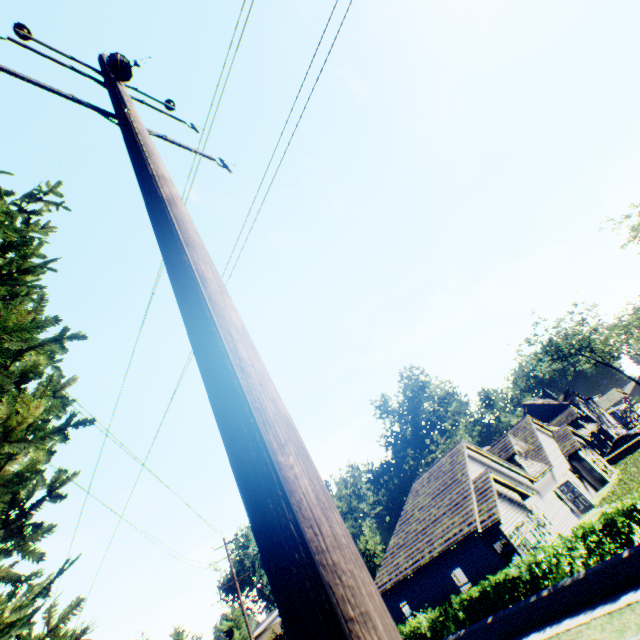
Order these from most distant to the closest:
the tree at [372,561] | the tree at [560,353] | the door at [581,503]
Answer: the tree at [560,353] < the tree at [372,561] < the door at [581,503]

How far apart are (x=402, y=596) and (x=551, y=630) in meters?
11.2 m

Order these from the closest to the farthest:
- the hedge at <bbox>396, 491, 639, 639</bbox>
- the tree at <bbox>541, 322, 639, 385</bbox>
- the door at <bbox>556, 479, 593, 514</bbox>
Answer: the hedge at <bbox>396, 491, 639, 639</bbox>, the door at <bbox>556, 479, 593, 514</bbox>, the tree at <bbox>541, 322, 639, 385</bbox>

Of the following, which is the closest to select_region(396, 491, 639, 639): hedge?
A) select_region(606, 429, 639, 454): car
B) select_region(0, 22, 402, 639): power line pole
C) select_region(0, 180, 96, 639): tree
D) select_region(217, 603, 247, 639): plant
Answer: select_region(0, 180, 96, 639): tree

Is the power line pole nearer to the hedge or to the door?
the hedge

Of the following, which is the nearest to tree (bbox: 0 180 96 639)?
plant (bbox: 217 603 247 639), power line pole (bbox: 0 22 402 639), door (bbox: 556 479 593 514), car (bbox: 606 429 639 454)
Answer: power line pole (bbox: 0 22 402 639)

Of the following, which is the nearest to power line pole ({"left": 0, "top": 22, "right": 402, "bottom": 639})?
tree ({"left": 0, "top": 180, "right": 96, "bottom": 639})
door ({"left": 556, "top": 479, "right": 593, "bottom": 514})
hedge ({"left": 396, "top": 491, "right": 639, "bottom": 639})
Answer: tree ({"left": 0, "top": 180, "right": 96, "bottom": 639})

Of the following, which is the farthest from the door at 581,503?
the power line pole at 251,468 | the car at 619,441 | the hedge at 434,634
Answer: the power line pole at 251,468
